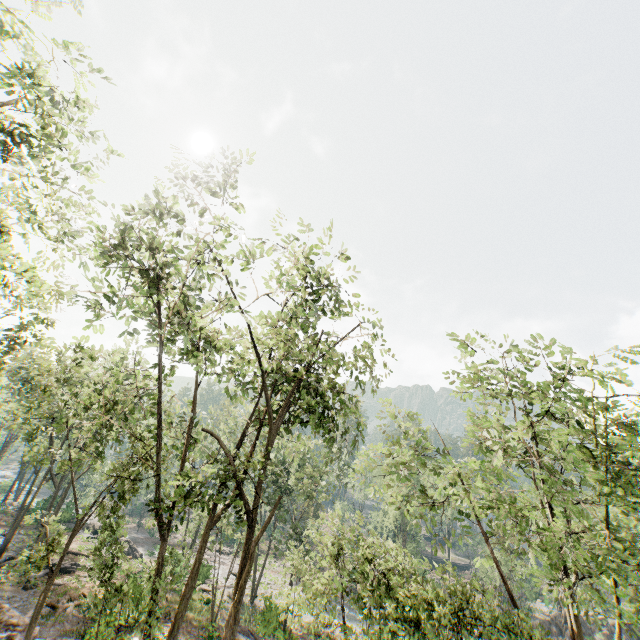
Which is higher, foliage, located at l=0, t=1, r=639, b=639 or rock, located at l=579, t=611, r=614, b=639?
foliage, located at l=0, t=1, r=639, b=639

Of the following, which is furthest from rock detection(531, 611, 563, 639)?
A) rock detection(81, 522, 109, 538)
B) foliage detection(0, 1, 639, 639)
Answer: rock detection(81, 522, 109, 538)

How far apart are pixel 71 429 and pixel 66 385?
36.9m

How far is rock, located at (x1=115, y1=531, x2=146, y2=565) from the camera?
34.2m

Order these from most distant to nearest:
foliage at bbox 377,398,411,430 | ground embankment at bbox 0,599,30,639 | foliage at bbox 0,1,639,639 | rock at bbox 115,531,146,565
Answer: rock at bbox 115,531,146,565 → foliage at bbox 377,398,411,430 → ground embankment at bbox 0,599,30,639 → foliage at bbox 0,1,639,639

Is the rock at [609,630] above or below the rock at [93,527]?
below

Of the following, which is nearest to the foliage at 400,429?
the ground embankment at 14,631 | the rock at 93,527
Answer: the rock at 93,527
